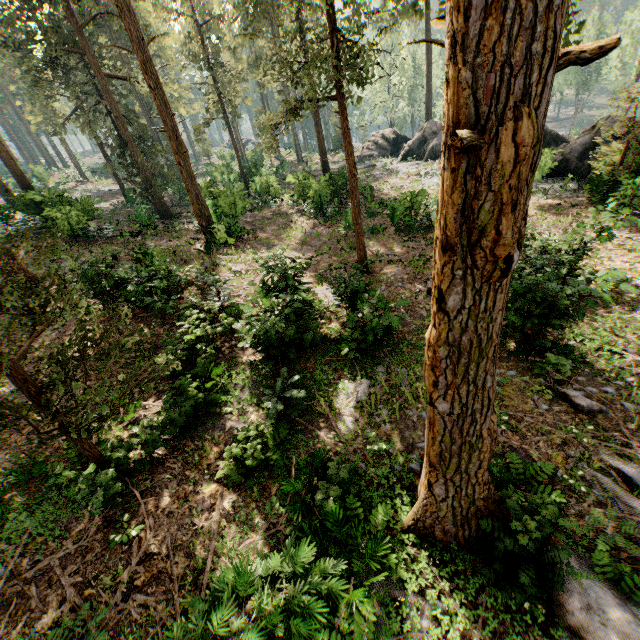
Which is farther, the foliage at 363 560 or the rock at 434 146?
the rock at 434 146

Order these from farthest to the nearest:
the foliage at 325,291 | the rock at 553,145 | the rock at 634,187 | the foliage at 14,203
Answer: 1. the foliage at 14,203
2. the rock at 553,145
3. the rock at 634,187
4. the foliage at 325,291

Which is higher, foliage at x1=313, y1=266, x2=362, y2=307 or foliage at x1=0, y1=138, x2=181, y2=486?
foliage at x1=0, y1=138, x2=181, y2=486

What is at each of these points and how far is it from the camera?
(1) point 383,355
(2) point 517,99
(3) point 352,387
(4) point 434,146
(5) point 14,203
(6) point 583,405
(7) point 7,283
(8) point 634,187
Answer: (1) foliage, 11.1 meters
(2) foliage, 2.5 meters
(3) foliage, 10.1 meters
(4) rock, 33.7 meters
(5) foliage, 32.9 meters
(6) foliage, 8.7 meters
(7) foliage, 5.4 meters
(8) rock, 16.7 meters

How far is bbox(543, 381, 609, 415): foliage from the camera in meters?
8.7 m

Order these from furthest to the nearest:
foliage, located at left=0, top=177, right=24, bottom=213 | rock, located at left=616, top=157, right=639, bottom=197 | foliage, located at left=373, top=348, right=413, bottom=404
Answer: foliage, located at left=0, top=177, right=24, bottom=213
rock, located at left=616, top=157, right=639, bottom=197
foliage, located at left=373, top=348, right=413, bottom=404
